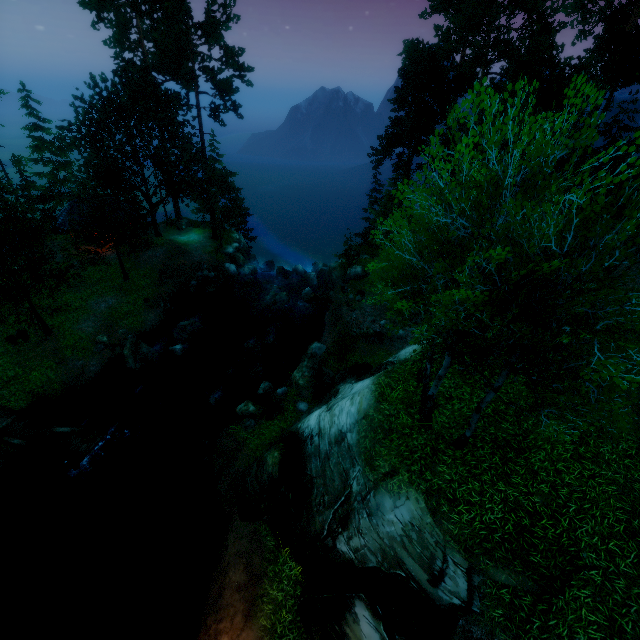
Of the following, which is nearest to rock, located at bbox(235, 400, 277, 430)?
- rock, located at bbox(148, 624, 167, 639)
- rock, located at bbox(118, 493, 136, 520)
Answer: rock, located at bbox(118, 493, 136, 520)

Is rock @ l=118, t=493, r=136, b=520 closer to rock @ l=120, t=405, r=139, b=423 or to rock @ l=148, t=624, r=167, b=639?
rock @ l=120, t=405, r=139, b=423

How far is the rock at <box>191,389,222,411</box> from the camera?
19.1m

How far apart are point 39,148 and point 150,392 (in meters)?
32.57

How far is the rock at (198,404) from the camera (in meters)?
19.09

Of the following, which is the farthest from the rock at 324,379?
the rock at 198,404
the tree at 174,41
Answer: Result: the tree at 174,41

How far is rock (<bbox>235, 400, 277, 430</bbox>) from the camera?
17.2 meters

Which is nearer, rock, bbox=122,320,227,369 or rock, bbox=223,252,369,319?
rock, bbox=122,320,227,369
